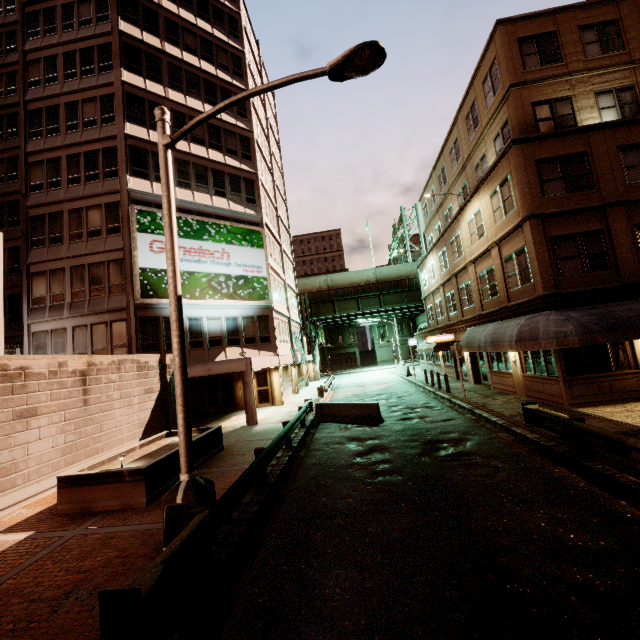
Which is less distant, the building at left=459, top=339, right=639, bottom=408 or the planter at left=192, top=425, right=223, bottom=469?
the planter at left=192, top=425, right=223, bottom=469

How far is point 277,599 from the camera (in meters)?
4.69

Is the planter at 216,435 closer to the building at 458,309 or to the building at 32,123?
the building at 32,123

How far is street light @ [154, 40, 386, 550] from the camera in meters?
6.1 m

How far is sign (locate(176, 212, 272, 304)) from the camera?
21.25m

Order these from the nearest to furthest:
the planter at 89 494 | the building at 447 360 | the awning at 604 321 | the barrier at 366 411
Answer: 1. the planter at 89 494
2. the awning at 604 321
3. the barrier at 366 411
4. the building at 447 360

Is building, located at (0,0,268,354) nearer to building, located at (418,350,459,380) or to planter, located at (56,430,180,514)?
planter, located at (56,430,180,514)

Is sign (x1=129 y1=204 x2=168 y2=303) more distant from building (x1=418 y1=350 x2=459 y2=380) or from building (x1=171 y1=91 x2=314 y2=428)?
building (x1=418 y1=350 x2=459 y2=380)
